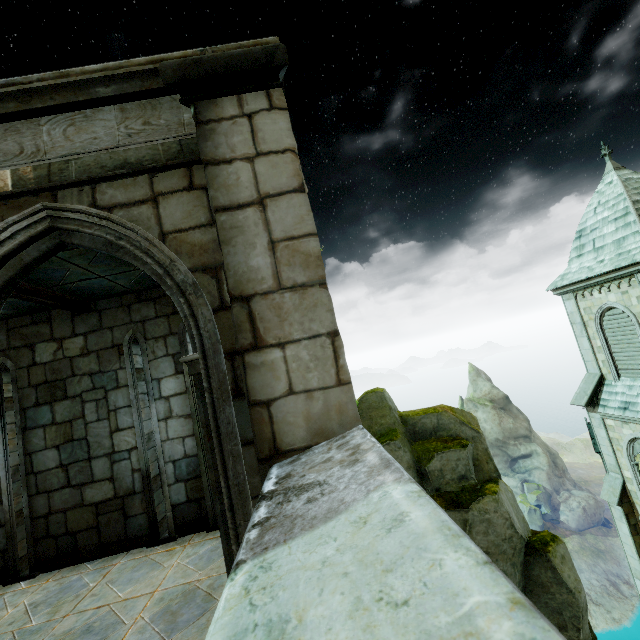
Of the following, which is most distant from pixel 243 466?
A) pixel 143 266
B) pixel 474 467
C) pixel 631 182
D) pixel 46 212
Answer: pixel 631 182

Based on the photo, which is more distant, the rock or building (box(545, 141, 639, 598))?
building (box(545, 141, 639, 598))

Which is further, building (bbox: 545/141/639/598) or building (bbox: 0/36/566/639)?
building (bbox: 545/141/639/598)

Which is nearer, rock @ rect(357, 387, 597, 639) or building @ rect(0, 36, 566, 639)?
building @ rect(0, 36, 566, 639)

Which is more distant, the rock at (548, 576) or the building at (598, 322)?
the building at (598, 322)

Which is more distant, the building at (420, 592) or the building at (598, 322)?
the building at (598, 322)

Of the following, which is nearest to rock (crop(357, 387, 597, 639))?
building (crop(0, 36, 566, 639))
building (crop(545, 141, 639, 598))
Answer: building (crop(0, 36, 566, 639))

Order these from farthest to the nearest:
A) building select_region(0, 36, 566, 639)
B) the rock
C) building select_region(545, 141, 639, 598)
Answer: building select_region(545, 141, 639, 598) → the rock → building select_region(0, 36, 566, 639)
